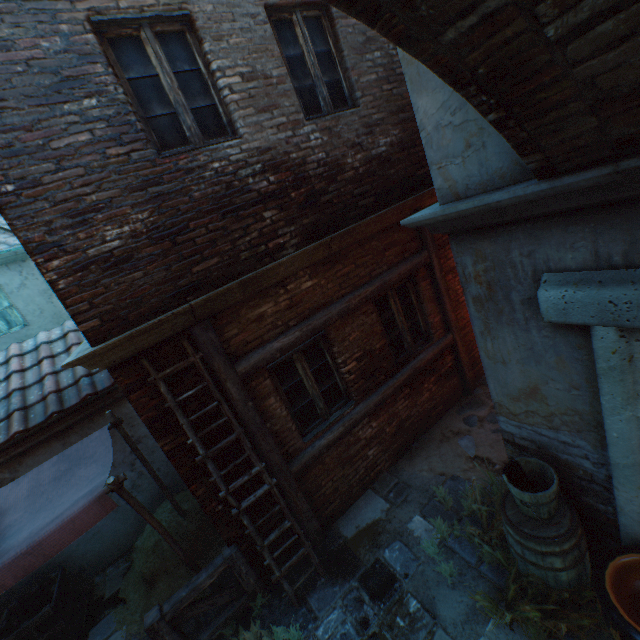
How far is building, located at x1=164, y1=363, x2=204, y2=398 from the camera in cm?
364

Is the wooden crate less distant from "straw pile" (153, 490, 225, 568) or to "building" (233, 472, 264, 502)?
"straw pile" (153, 490, 225, 568)

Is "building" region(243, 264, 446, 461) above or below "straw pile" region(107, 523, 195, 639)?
above

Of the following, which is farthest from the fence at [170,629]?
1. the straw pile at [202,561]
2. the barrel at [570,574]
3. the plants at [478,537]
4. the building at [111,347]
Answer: the barrel at [570,574]

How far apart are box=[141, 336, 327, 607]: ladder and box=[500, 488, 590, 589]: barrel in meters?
2.3

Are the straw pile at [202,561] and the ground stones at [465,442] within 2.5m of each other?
no

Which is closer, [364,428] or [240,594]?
[240,594]

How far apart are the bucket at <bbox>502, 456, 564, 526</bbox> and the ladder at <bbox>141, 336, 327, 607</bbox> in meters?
2.5
